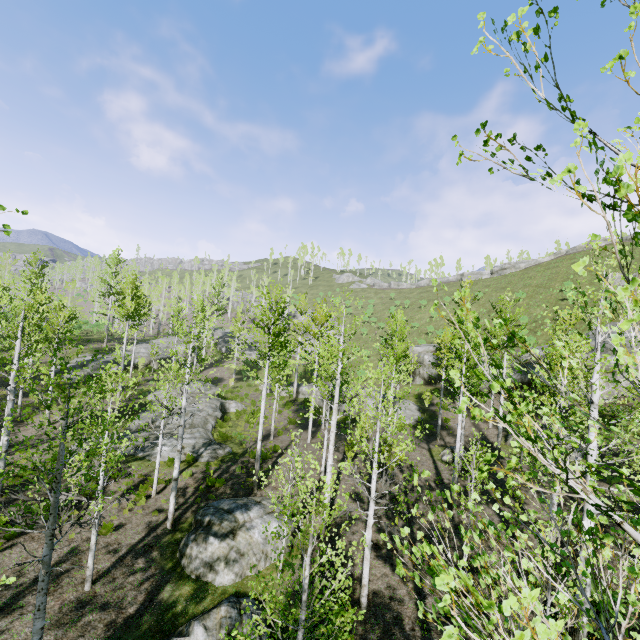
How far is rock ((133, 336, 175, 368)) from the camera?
36.80m

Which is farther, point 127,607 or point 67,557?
point 67,557

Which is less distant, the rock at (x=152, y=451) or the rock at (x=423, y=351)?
the rock at (x=152, y=451)

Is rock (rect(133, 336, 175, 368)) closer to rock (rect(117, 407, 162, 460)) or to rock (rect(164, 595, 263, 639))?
rock (rect(117, 407, 162, 460))

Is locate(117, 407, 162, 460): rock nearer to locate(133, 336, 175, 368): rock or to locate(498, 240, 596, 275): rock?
locate(133, 336, 175, 368): rock

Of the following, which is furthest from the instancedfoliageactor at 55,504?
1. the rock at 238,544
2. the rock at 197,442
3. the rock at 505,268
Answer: the rock at 505,268

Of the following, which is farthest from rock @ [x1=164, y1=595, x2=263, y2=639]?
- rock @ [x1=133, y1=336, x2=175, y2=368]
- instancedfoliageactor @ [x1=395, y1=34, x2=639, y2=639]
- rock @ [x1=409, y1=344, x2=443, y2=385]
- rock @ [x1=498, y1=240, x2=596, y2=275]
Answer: rock @ [x1=498, y1=240, x2=596, y2=275]

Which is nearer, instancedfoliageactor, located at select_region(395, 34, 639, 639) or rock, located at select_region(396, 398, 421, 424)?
instancedfoliageactor, located at select_region(395, 34, 639, 639)
